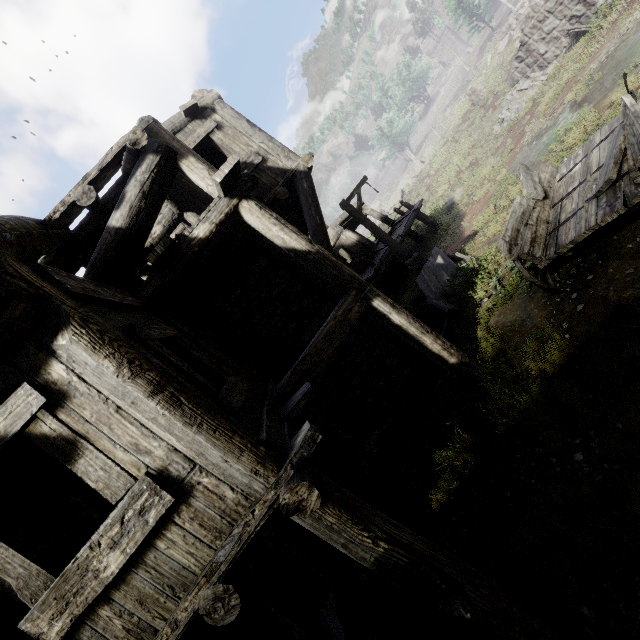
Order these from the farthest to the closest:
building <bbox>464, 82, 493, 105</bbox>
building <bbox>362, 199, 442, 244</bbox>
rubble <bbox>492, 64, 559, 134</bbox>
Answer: building <bbox>464, 82, 493, 105</bbox> → building <bbox>362, 199, 442, 244</bbox> → rubble <bbox>492, 64, 559, 134</bbox>

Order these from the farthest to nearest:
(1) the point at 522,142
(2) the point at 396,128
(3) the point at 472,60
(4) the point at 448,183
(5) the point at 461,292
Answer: (2) the point at 396,128
(3) the point at 472,60
(4) the point at 448,183
(1) the point at 522,142
(5) the point at 461,292

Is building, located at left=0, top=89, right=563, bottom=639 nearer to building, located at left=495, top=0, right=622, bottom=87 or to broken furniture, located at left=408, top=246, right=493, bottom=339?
broken furniture, located at left=408, top=246, right=493, bottom=339

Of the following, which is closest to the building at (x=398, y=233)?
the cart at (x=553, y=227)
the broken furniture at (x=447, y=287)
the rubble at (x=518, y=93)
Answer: the broken furniture at (x=447, y=287)

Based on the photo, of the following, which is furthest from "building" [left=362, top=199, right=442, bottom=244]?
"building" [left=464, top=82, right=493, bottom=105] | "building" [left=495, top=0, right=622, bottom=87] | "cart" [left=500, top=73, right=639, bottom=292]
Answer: "building" [left=464, top=82, right=493, bottom=105]

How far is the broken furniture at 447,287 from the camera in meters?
8.4 m

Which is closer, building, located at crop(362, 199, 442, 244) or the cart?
the cart

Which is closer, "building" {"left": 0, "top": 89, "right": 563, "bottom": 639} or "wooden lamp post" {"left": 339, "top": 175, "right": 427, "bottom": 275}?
"building" {"left": 0, "top": 89, "right": 563, "bottom": 639}
